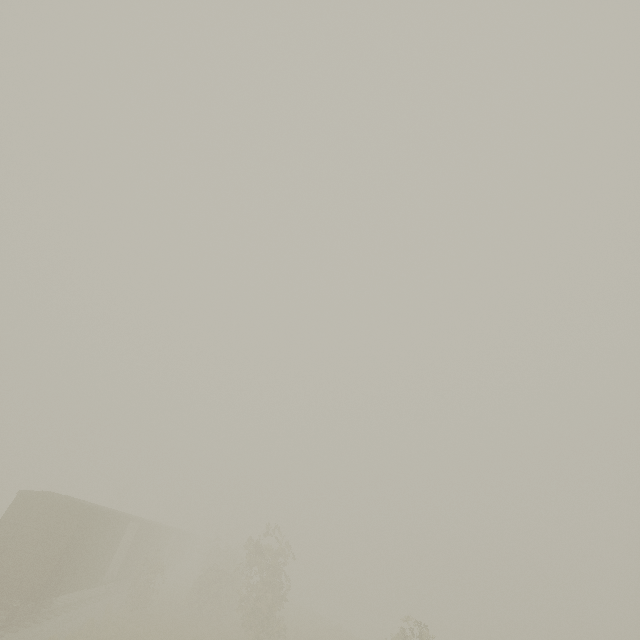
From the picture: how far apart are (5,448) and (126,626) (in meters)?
56.14
